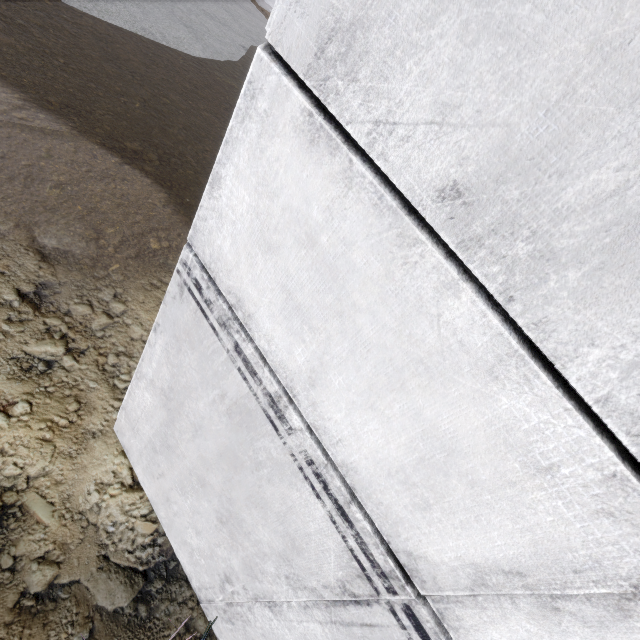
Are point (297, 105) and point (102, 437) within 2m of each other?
no
